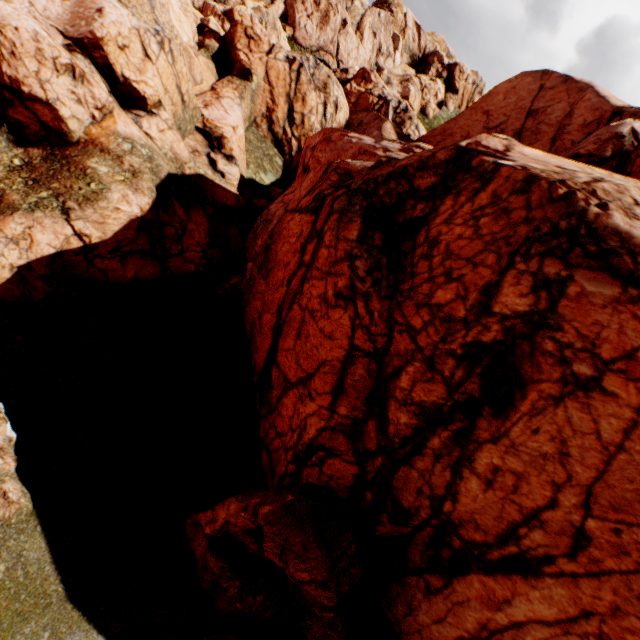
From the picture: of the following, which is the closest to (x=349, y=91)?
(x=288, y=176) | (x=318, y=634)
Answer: (x=288, y=176)

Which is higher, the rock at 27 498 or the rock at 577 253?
the rock at 577 253

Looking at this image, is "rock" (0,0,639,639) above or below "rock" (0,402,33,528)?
above
